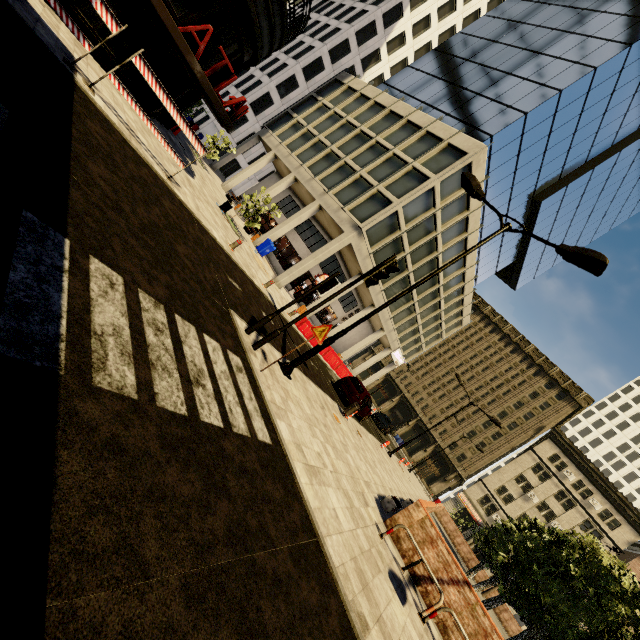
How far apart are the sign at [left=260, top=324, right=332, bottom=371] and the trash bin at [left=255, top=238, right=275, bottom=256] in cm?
1849

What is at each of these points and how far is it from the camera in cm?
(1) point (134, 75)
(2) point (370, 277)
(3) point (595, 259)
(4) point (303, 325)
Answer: (1) building, 1326
(2) traffic light, 725
(3) street light, 743
(4) cement barricade, 1872

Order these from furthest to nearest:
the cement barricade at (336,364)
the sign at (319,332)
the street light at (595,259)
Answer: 1. the cement barricade at (336,364)
2. the street light at (595,259)
3. the sign at (319,332)

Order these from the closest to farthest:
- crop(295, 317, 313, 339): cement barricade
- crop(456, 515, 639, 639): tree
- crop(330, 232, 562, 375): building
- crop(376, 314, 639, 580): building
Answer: crop(456, 515, 639, 639): tree
crop(295, 317, 313, 339): cement barricade
crop(330, 232, 562, 375): building
crop(376, 314, 639, 580): building

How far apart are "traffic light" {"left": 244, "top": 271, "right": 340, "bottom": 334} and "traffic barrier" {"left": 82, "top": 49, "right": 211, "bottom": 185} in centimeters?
566cm

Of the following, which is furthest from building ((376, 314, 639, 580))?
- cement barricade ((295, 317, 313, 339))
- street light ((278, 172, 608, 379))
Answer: street light ((278, 172, 608, 379))

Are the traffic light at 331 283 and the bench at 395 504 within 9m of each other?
yes

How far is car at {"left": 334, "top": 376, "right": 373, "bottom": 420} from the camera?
17.36m
